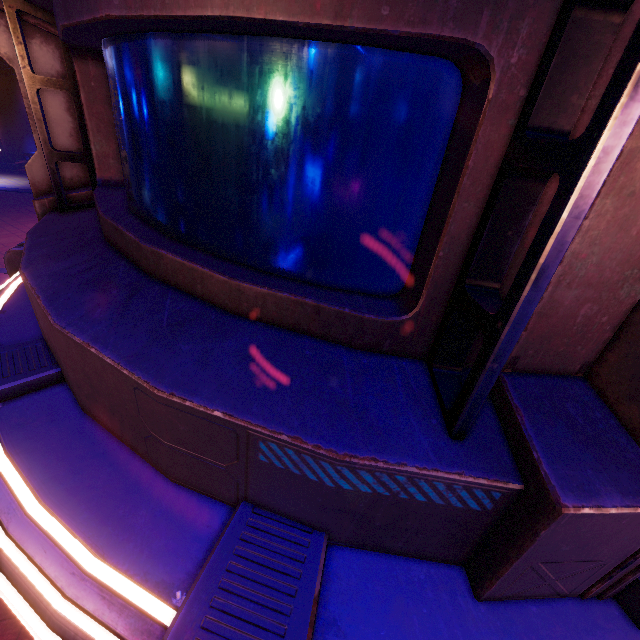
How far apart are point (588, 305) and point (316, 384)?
1.2m
